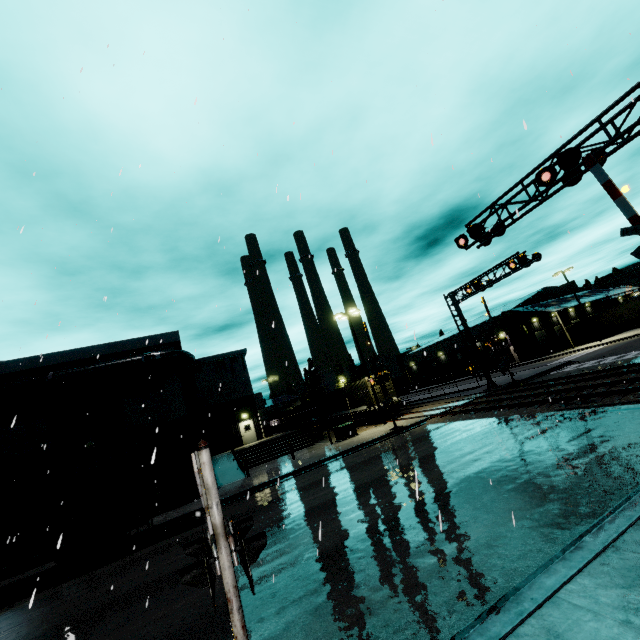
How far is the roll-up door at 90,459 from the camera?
18.3 meters

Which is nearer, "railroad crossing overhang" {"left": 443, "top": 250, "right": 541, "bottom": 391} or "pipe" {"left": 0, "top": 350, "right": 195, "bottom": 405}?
"pipe" {"left": 0, "top": 350, "right": 195, "bottom": 405}

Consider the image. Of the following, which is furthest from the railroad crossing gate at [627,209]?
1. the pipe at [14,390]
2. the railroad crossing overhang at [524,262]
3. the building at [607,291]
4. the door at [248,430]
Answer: the pipe at [14,390]

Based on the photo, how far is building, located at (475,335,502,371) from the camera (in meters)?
52.41

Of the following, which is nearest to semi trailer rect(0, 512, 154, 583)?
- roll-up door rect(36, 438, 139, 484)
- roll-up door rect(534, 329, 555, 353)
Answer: roll-up door rect(36, 438, 139, 484)

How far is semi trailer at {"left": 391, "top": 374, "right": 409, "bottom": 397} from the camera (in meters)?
45.88

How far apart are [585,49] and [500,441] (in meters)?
16.34
